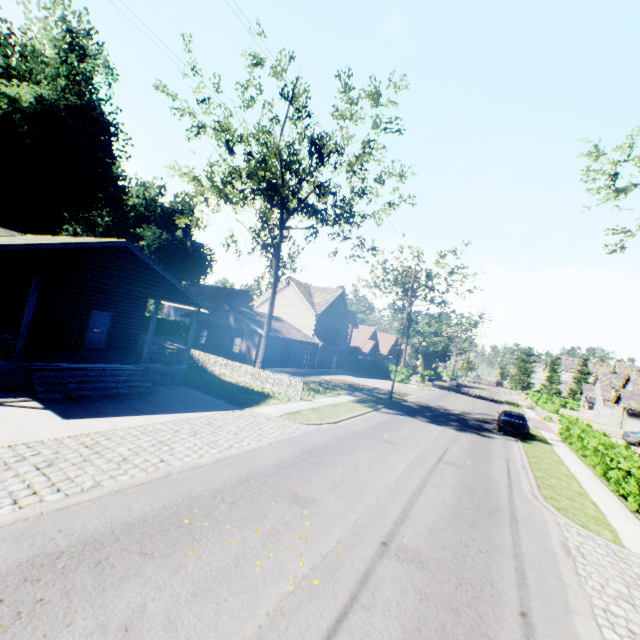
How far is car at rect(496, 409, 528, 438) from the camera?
22.2 meters

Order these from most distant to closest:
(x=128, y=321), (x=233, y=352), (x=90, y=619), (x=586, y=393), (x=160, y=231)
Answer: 1. (x=586, y=393)
2. (x=160, y=231)
3. (x=233, y=352)
4. (x=128, y=321)
5. (x=90, y=619)

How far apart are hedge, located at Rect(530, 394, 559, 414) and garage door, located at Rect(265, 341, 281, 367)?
32.2 meters

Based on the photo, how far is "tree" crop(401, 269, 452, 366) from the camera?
42.0m

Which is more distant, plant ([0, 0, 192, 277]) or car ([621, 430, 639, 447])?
car ([621, 430, 639, 447])

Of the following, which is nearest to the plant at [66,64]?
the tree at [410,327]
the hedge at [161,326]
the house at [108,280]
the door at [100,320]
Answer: the tree at [410,327]

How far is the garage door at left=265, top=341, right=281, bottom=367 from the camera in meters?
33.1 m

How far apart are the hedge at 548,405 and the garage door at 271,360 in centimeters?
3217cm
